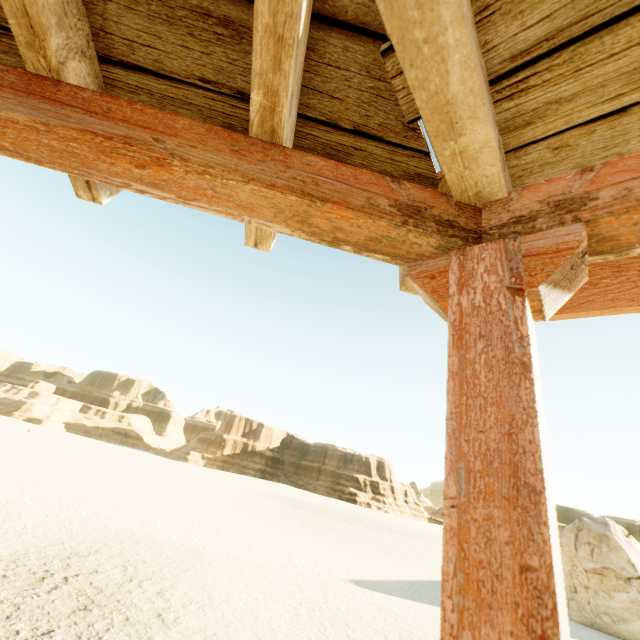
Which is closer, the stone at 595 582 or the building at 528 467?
the building at 528 467

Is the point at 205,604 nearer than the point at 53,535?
Yes

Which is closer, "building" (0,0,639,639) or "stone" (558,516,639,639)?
"building" (0,0,639,639)
